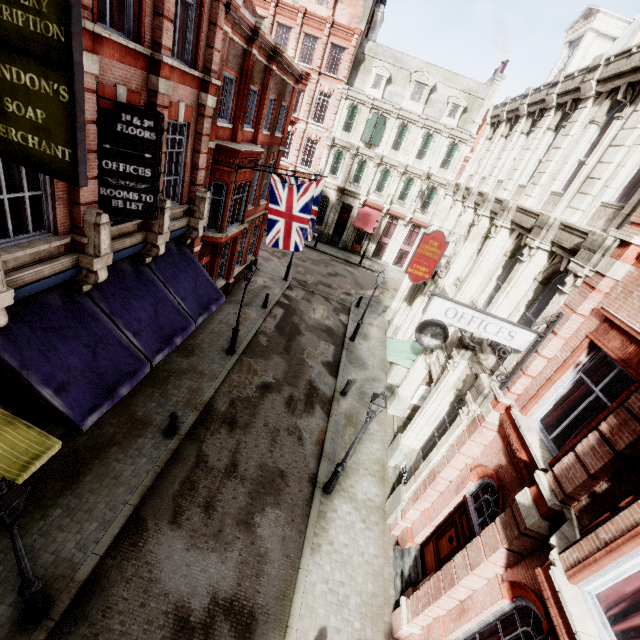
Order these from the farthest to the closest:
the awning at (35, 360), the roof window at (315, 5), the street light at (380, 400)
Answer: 1. the roof window at (315, 5)
2. the street light at (380, 400)
3. the awning at (35, 360)

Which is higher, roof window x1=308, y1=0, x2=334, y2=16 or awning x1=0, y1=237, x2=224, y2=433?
roof window x1=308, y1=0, x2=334, y2=16

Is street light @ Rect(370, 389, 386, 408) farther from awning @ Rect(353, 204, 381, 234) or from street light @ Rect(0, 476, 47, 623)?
awning @ Rect(353, 204, 381, 234)

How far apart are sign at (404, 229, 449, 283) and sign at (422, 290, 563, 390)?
7.8m

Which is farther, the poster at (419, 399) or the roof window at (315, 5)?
the roof window at (315, 5)

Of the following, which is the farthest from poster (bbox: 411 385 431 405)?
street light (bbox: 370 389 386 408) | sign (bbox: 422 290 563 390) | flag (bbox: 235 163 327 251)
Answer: flag (bbox: 235 163 327 251)

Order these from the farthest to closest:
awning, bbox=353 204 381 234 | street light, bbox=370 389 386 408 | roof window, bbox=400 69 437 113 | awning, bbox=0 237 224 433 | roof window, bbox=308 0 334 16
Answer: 1. awning, bbox=353 204 381 234
2. roof window, bbox=400 69 437 113
3. roof window, bbox=308 0 334 16
4. street light, bbox=370 389 386 408
5. awning, bbox=0 237 224 433

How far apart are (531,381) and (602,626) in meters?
4.4 m
